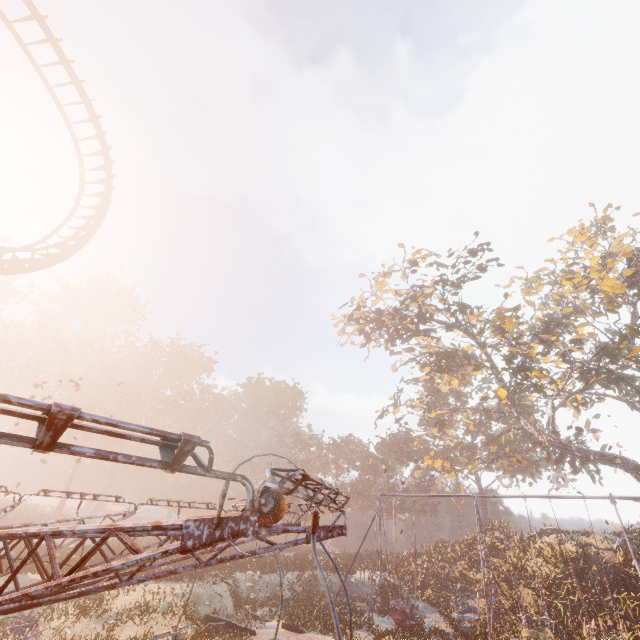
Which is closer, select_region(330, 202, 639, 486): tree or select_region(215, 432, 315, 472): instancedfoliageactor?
select_region(330, 202, 639, 486): tree

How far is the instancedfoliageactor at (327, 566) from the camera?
24.15m

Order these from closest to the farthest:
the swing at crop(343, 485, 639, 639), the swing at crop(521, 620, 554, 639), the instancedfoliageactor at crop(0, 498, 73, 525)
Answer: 1. the swing at crop(521, 620, 554, 639)
2. the swing at crop(343, 485, 639, 639)
3. the instancedfoliageactor at crop(0, 498, 73, 525)

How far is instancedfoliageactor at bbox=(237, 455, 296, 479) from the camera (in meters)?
52.34

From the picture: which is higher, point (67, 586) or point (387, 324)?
point (387, 324)

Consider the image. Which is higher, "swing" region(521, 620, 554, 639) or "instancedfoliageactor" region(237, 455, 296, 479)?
"instancedfoliageactor" region(237, 455, 296, 479)
